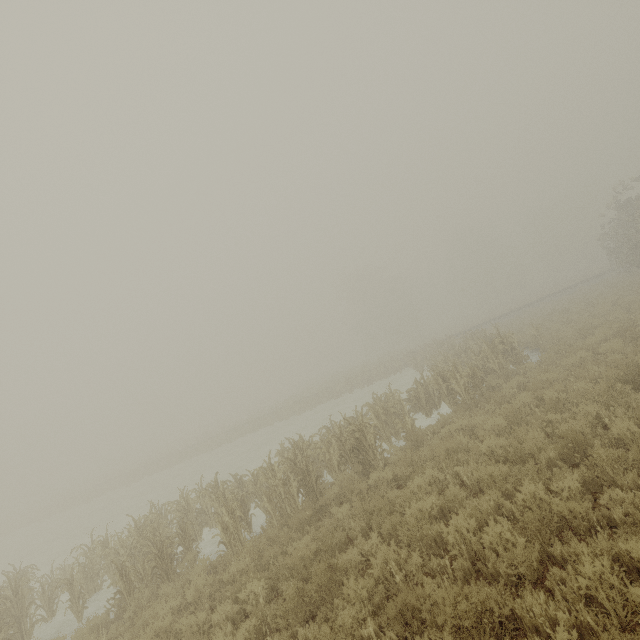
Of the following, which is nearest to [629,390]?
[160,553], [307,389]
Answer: [160,553]
